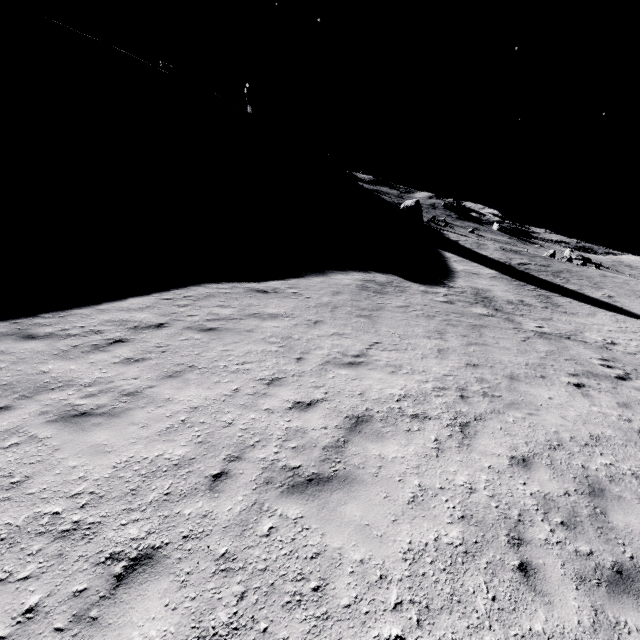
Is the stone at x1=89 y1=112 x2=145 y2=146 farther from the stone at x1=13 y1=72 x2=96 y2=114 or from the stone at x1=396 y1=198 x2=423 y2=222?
the stone at x1=396 y1=198 x2=423 y2=222

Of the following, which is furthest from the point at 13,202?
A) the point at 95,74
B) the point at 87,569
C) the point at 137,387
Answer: the point at 95,74

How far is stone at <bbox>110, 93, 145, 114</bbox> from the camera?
48.7m

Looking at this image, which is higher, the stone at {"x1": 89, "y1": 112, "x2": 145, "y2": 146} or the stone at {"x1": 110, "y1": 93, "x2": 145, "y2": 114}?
the stone at {"x1": 110, "y1": 93, "x2": 145, "y2": 114}

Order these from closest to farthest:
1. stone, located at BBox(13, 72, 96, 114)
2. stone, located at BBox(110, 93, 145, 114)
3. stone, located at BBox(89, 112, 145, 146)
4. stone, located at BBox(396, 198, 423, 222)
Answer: stone, located at BBox(13, 72, 96, 114) → stone, located at BBox(89, 112, 145, 146) → stone, located at BBox(110, 93, 145, 114) → stone, located at BBox(396, 198, 423, 222)

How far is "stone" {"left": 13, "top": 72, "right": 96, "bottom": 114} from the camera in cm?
3850

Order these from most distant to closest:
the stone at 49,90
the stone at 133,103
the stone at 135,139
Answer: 1. the stone at 133,103
2. the stone at 135,139
3. the stone at 49,90

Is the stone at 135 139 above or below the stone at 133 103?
below
